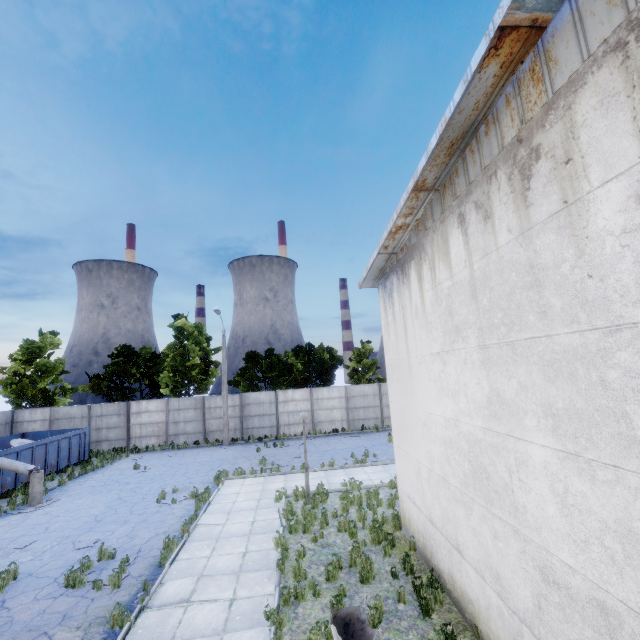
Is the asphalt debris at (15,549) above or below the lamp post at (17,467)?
below

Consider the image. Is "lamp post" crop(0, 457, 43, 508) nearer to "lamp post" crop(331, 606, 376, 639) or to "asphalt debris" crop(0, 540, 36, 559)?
"asphalt debris" crop(0, 540, 36, 559)

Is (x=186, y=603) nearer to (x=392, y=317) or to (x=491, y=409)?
(x=491, y=409)

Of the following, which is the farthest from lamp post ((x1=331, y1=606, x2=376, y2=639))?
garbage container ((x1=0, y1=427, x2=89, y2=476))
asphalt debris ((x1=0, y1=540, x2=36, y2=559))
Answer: garbage container ((x1=0, y1=427, x2=89, y2=476))

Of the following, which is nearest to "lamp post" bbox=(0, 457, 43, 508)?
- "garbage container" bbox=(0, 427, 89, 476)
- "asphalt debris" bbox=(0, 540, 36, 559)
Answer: "garbage container" bbox=(0, 427, 89, 476)

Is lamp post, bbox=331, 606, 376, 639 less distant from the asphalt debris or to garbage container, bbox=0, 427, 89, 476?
the asphalt debris

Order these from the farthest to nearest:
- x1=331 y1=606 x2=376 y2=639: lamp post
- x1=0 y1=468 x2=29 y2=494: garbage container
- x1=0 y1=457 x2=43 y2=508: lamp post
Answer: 1. x1=0 y1=468 x2=29 y2=494: garbage container
2. x1=0 y1=457 x2=43 y2=508: lamp post
3. x1=331 y1=606 x2=376 y2=639: lamp post

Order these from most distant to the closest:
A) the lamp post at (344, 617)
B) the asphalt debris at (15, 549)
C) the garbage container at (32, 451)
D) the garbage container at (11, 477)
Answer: the garbage container at (32, 451)
the garbage container at (11, 477)
the asphalt debris at (15, 549)
the lamp post at (344, 617)
